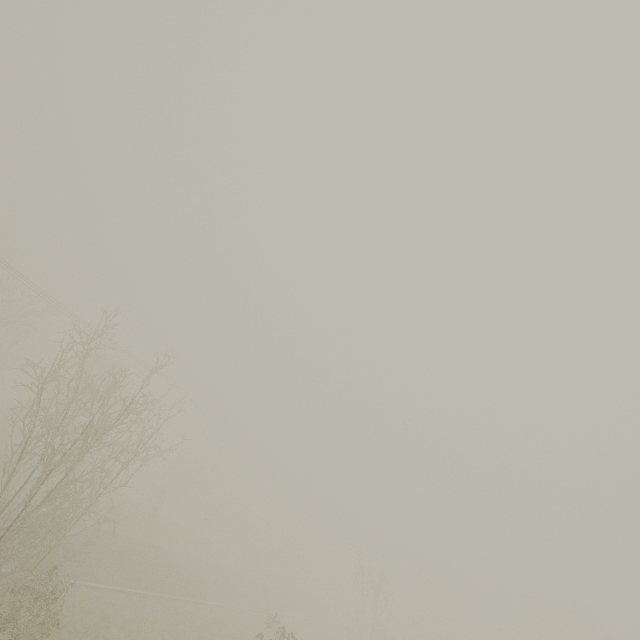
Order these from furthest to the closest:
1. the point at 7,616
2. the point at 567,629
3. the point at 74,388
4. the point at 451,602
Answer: the point at 451,602 < the point at 567,629 < the point at 74,388 < the point at 7,616
